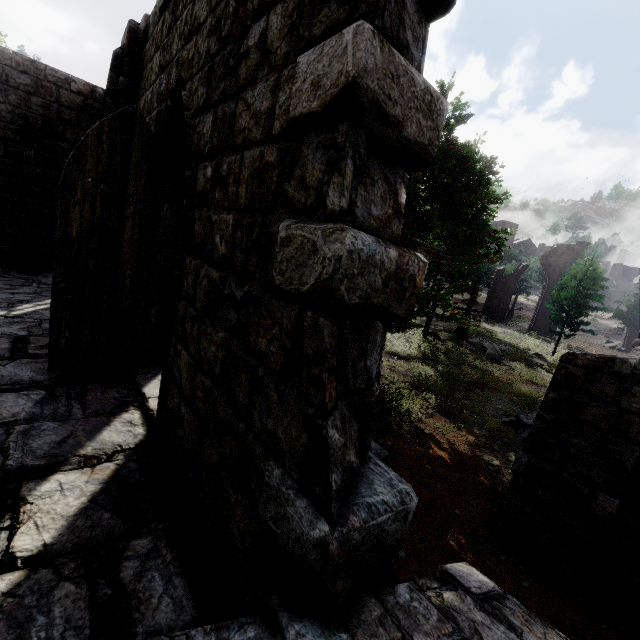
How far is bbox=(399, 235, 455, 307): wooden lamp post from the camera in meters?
4.1 m

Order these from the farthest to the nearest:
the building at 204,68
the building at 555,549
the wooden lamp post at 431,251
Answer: the building at 555,549, the wooden lamp post at 431,251, the building at 204,68

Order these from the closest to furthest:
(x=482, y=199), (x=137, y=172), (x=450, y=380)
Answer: (x=137, y=172), (x=482, y=199), (x=450, y=380)

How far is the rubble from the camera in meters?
10.6

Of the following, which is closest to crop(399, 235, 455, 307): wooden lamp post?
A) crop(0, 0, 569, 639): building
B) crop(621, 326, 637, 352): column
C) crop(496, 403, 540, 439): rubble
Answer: Answer: crop(0, 0, 569, 639): building

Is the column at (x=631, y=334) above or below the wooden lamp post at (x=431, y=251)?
below

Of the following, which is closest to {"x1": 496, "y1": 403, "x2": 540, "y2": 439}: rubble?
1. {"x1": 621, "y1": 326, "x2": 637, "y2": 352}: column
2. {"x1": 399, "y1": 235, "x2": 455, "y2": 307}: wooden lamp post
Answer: {"x1": 399, "y1": 235, "x2": 455, "y2": 307}: wooden lamp post

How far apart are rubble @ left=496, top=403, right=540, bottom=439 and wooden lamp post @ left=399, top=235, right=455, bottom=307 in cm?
779
